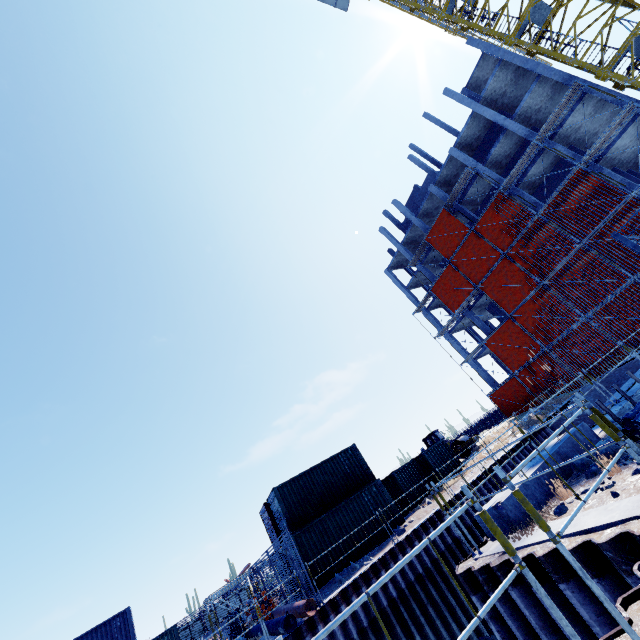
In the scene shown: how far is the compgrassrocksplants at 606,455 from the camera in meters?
5.5 m

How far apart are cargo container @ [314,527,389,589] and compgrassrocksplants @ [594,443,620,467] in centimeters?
1357cm

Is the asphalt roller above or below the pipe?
above

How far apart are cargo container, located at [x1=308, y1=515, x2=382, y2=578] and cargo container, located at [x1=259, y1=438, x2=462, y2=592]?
1.2 meters

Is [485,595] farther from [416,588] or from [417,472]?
[417,472]

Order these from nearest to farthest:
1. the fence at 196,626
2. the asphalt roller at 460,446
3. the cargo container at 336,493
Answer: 1. the cargo container at 336,493
2. the fence at 196,626
3. the asphalt roller at 460,446

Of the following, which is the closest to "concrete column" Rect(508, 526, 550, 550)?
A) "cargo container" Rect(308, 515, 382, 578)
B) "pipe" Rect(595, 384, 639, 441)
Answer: "pipe" Rect(595, 384, 639, 441)

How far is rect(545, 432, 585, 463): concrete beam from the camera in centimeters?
718cm
